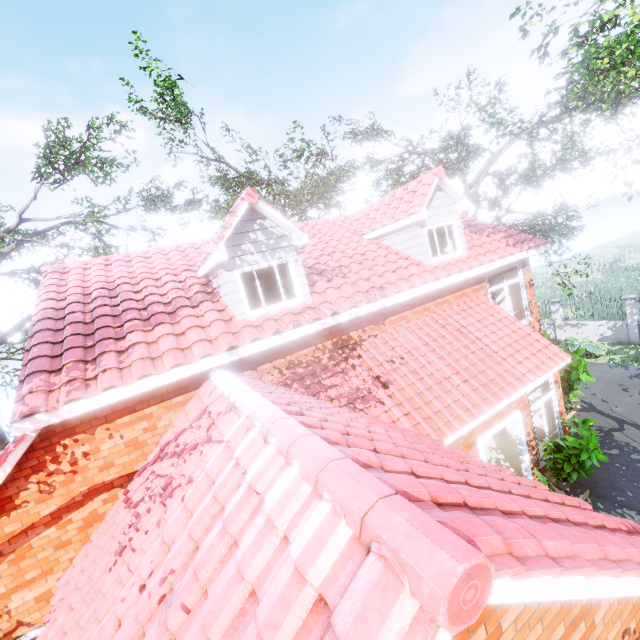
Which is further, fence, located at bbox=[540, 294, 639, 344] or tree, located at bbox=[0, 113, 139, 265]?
fence, located at bbox=[540, 294, 639, 344]

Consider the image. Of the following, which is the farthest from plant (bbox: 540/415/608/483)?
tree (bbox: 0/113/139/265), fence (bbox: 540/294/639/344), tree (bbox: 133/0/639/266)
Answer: tree (bbox: 0/113/139/265)

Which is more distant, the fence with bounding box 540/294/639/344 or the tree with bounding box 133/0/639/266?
the fence with bounding box 540/294/639/344

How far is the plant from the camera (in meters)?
7.48

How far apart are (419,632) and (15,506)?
7.3 meters

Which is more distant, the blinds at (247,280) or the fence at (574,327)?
the fence at (574,327)

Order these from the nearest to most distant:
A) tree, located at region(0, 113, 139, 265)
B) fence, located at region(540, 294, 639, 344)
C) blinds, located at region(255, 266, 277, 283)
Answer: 1. blinds, located at region(255, 266, 277, 283)
2. tree, located at region(0, 113, 139, 265)
3. fence, located at region(540, 294, 639, 344)

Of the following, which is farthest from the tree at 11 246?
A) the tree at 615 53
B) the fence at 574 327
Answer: the tree at 615 53
